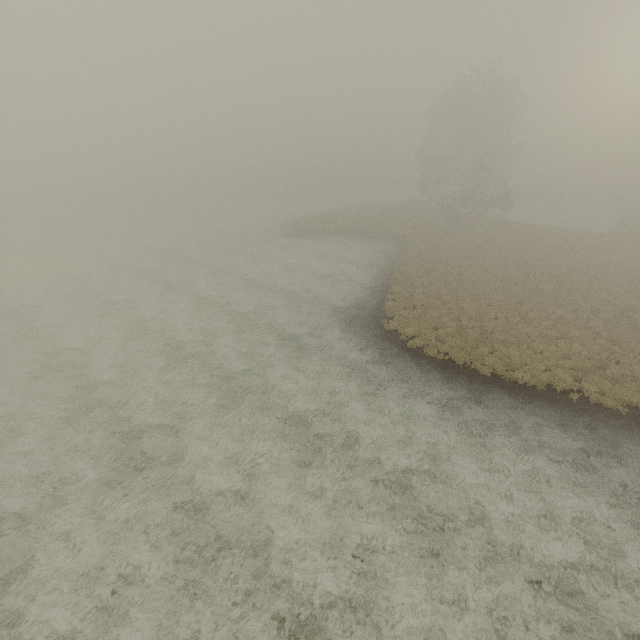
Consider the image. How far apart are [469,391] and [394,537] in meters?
8.3
